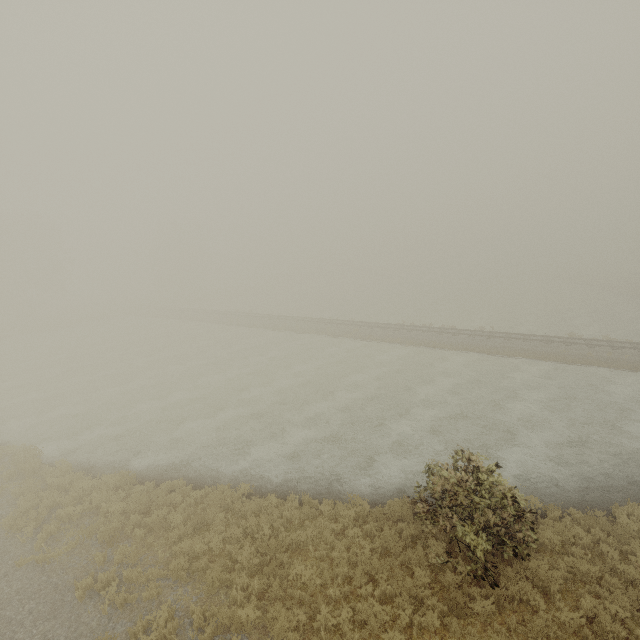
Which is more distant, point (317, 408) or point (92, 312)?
point (92, 312)
